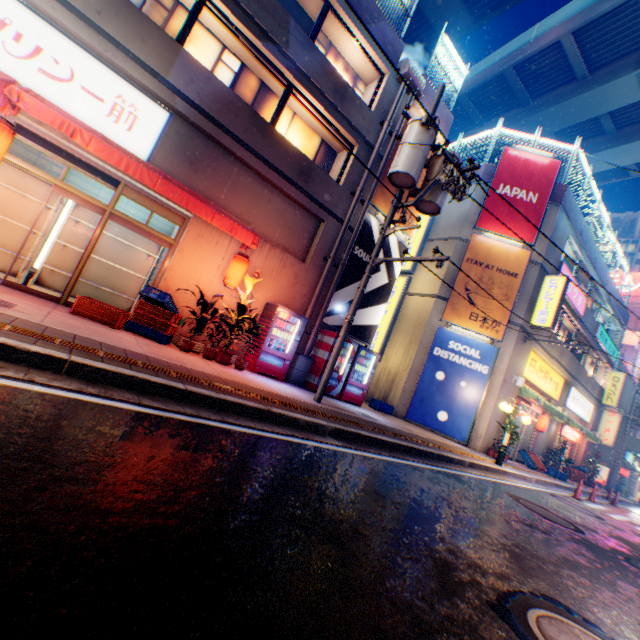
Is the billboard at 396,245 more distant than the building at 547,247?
No

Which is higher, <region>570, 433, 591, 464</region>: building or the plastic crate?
<region>570, 433, 591, 464</region>: building

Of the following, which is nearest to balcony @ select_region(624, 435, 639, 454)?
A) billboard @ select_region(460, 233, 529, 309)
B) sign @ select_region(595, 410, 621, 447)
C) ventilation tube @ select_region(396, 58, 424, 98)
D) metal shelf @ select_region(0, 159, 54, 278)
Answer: sign @ select_region(595, 410, 621, 447)

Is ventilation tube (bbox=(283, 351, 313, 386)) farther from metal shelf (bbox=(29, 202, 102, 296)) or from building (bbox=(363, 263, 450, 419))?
building (bbox=(363, 263, 450, 419))

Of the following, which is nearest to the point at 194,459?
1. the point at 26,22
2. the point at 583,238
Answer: the point at 26,22

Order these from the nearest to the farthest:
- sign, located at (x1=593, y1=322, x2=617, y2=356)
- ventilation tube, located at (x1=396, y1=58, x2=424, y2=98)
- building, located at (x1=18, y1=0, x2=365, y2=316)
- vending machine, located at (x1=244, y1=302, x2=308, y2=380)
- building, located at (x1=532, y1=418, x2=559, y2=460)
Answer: building, located at (x1=18, y1=0, x2=365, y2=316) → vending machine, located at (x1=244, y1=302, x2=308, y2=380) → ventilation tube, located at (x1=396, y1=58, x2=424, y2=98) → building, located at (x1=532, y1=418, x2=559, y2=460) → sign, located at (x1=593, y1=322, x2=617, y2=356)

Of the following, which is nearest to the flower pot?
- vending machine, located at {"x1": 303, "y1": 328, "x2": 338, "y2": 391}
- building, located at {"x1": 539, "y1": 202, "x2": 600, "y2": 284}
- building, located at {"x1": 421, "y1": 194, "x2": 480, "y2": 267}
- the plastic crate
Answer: the plastic crate

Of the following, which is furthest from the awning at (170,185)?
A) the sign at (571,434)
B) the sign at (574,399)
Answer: the sign at (571,434)
